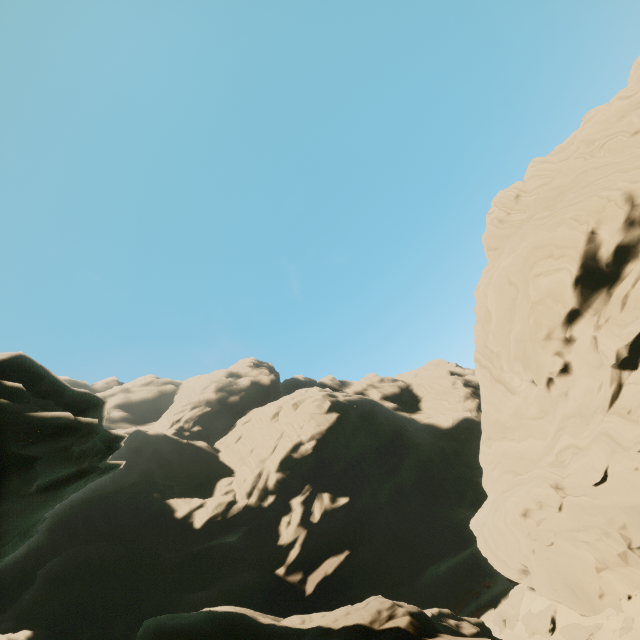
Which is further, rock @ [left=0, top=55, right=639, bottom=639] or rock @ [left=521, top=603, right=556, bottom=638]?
rock @ [left=521, top=603, right=556, bottom=638]

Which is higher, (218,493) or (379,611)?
(218,493)

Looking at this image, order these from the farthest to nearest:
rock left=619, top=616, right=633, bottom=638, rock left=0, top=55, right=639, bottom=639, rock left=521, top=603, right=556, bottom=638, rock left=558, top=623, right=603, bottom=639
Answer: rock left=521, top=603, right=556, bottom=638
rock left=558, top=623, right=603, bottom=639
rock left=619, top=616, right=633, bottom=638
rock left=0, top=55, right=639, bottom=639

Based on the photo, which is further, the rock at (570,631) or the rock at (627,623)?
the rock at (570,631)
